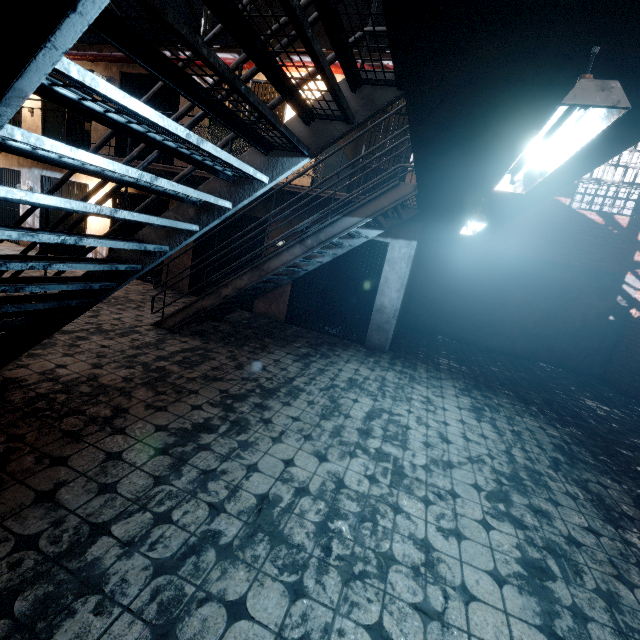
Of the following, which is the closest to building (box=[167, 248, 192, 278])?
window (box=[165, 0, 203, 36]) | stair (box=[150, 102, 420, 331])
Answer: stair (box=[150, 102, 420, 331])

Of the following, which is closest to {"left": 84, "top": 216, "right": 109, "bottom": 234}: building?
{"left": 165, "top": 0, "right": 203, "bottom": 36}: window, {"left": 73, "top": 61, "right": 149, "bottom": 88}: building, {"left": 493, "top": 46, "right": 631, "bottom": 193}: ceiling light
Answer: {"left": 73, "top": 61, "right": 149, "bottom": 88}: building

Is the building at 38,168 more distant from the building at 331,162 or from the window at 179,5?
the window at 179,5

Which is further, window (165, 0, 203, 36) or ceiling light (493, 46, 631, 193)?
window (165, 0, 203, 36)

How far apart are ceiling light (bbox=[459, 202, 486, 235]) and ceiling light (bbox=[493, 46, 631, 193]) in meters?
1.5

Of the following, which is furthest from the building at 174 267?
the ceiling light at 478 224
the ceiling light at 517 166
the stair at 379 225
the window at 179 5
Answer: the window at 179 5

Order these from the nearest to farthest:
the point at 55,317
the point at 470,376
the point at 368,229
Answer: the point at 55,317 → the point at 368,229 → the point at 470,376

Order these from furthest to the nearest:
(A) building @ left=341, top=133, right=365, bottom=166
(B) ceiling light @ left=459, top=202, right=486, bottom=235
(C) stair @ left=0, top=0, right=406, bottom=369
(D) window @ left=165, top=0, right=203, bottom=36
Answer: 1. (D) window @ left=165, top=0, right=203, bottom=36
2. (A) building @ left=341, top=133, right=365, bottom=166
3. (B) ceiling light @ left=459, top=202, right=486, bottom=235
4. (C) stair @ left=0, top=0, right=406, bottom=369
